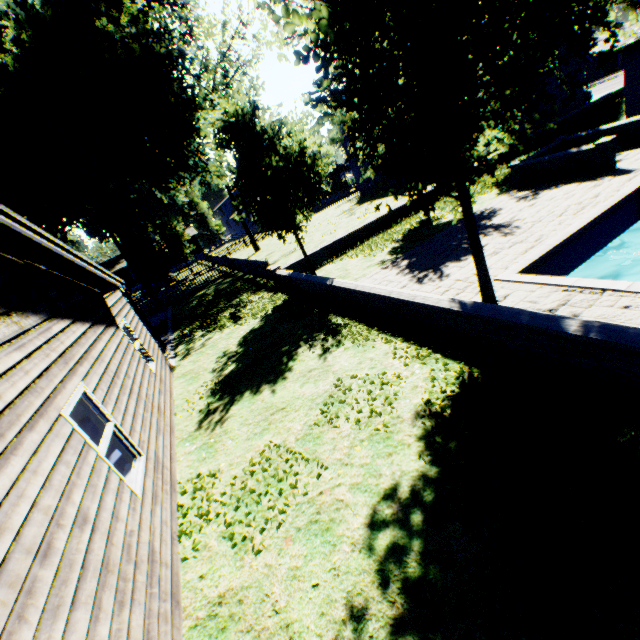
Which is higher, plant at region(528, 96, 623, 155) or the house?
the house

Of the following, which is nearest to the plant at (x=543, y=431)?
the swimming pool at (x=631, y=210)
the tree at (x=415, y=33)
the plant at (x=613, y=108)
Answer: the tree at (x=415, y=33)

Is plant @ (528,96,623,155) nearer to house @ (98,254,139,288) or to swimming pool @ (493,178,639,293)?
swimming pool @ (493,178,639,293)

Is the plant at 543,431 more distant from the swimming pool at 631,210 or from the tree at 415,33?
the swimming pool at 631,210

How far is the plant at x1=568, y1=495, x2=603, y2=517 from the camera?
3.03m

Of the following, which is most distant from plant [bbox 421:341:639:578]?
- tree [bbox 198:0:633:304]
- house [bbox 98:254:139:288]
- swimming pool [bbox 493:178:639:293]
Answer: swimming pool [bbox 493:178:639:293]

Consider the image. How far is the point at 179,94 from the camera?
24.2m

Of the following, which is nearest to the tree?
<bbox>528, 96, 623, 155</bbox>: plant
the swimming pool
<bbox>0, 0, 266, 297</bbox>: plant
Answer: the swimming pool
